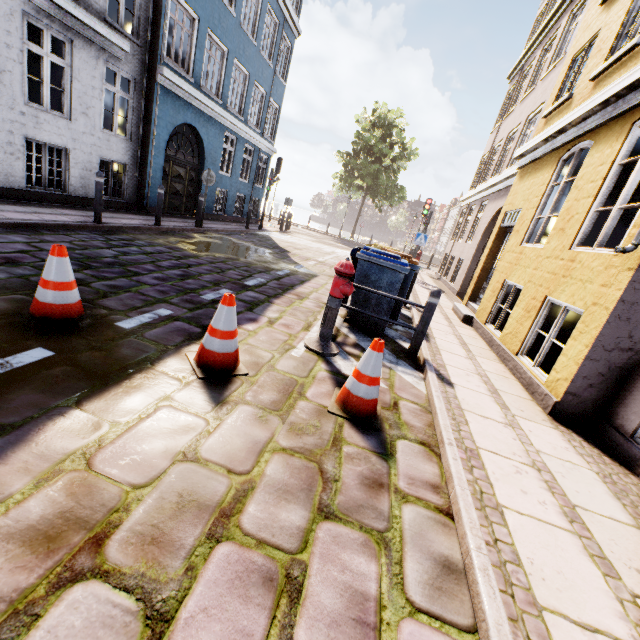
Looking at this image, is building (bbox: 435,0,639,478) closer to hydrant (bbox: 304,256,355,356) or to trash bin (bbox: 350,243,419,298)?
trash bin (bbox: 350,243,419,298)

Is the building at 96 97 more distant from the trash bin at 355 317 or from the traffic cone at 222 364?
the traffic cone at 222 364

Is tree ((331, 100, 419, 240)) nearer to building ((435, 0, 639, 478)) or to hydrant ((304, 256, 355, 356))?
building ((435, 0, 639, 478))

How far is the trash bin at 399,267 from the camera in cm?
511

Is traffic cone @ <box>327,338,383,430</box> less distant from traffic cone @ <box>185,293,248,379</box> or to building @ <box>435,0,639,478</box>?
traffic cone @ <box>185,293,248,379</box>

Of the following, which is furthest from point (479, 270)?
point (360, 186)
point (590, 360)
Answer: point (360, 186)

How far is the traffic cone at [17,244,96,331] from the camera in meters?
3.0

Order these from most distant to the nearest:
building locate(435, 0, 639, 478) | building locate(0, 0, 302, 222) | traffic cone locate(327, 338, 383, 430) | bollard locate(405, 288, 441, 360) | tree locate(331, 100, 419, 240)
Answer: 1. tree locate(331, 100, 419, 240)
2. building locate(0, 0, 302, 222)
3. bollard locate(405, 288, 441, 360)
4. building locate(435, 0, 639, 478)
5. traffic cone locate(327, 338, 383, 430)
